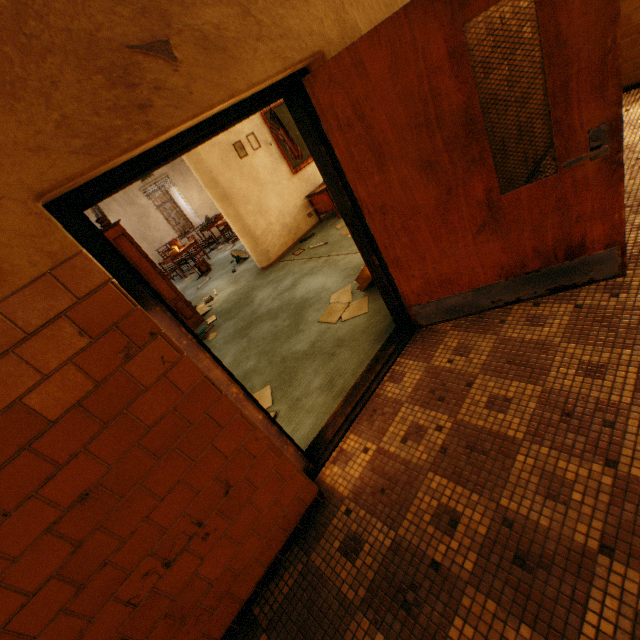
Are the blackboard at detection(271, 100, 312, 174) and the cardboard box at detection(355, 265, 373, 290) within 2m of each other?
no

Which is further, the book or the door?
the book

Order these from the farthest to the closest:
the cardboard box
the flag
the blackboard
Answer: the blackboard
the flag
the cardboard box

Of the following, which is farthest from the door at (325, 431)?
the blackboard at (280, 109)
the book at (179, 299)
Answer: the blackboard at (280, 109)

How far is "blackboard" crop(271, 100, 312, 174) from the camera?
6.7m

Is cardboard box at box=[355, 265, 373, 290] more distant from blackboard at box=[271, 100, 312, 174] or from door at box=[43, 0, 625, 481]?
blackboard at box=[271, 100, 312, 174]

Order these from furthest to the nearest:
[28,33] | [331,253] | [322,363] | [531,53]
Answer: [331,253]
[531,53]
[322,363]
[28,33]

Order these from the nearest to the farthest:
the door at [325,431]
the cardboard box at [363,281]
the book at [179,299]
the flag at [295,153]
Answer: the door at [325,431], the cardboard box at [363,281], the book at [179,299], the flag at [295,153]
